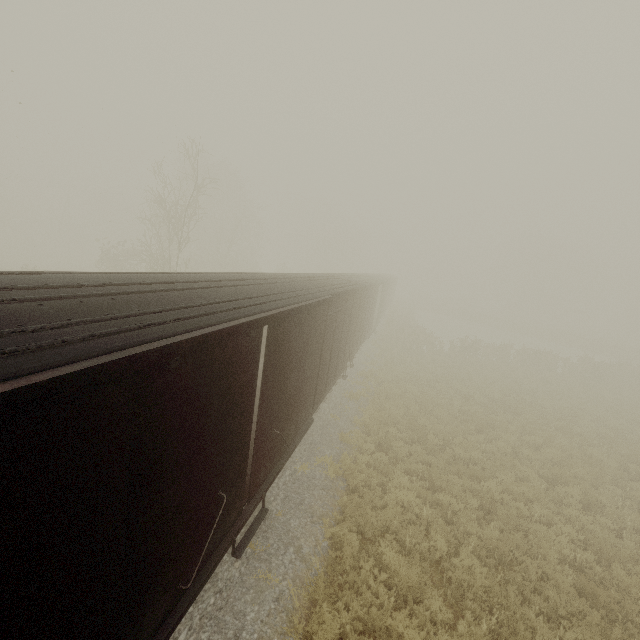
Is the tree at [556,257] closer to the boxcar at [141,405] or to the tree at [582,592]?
the tree at [582,592]

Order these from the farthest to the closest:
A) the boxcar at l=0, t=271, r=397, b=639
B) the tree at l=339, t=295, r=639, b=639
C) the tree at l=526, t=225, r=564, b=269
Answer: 1. the tree at l=526, t=225, r=564, b=269
2. the tree at l=339, t=295, r=639, b=639
3. the boxcar at l=0, t=271, r=397, b=639

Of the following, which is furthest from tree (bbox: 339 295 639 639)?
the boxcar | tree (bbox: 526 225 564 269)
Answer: the boxcar

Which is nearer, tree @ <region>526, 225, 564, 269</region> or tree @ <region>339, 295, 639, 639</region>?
tree @ <region>339, 295, 639, 639</region>

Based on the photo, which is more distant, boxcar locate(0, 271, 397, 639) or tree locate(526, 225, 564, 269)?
tree locate(526, 225, 564, 269)

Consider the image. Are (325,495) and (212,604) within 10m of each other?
yes

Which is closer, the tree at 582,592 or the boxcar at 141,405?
the boxcar at 141,405

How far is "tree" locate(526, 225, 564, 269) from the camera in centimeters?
5733cm
